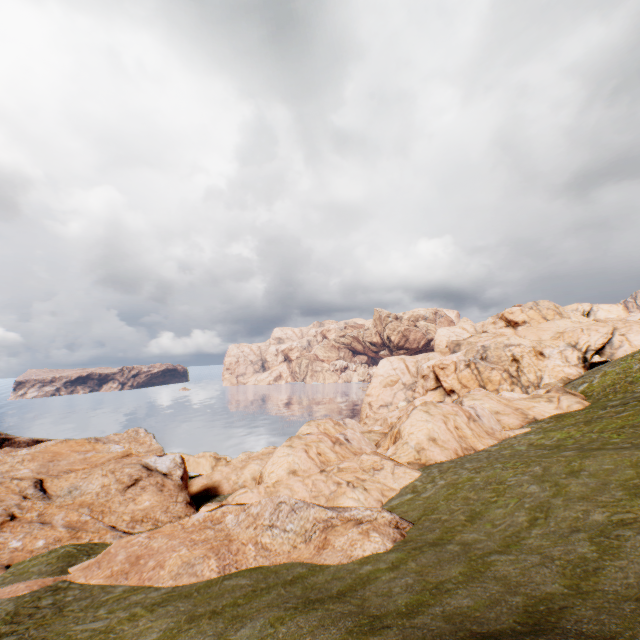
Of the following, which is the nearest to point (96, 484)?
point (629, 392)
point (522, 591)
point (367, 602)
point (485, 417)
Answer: point (367, 602)
